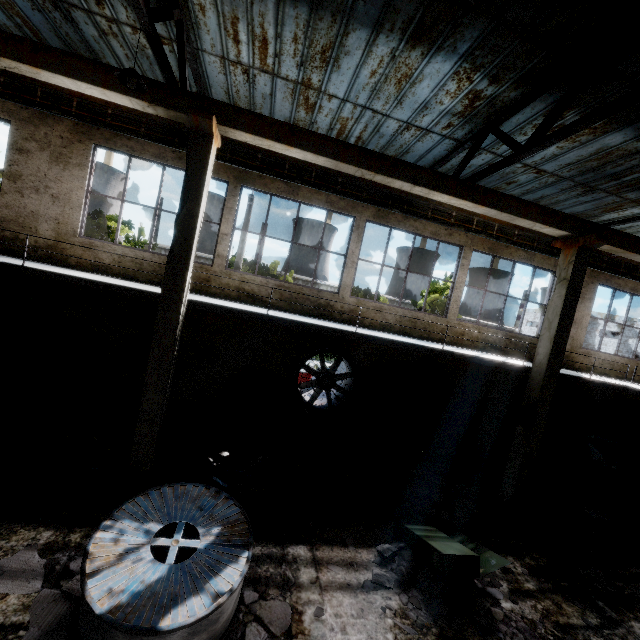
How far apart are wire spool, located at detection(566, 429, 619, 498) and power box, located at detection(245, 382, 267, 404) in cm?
1079

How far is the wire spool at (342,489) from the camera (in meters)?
7.42

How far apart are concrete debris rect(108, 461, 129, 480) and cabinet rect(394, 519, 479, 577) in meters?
6.0 m

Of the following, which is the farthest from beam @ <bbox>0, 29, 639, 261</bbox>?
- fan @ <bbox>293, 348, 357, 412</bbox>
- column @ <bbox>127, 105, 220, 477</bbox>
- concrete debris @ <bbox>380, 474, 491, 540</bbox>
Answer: concrete debris @ <bbox>380, 474, 491, 540</bbox>

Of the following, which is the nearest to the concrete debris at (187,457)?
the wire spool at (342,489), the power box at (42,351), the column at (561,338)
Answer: the wire spool at (342,489)

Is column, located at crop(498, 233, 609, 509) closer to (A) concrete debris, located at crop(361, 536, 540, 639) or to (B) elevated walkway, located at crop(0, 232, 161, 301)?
(B) elevated walkway, located at crop(0, 232, 161, 301)

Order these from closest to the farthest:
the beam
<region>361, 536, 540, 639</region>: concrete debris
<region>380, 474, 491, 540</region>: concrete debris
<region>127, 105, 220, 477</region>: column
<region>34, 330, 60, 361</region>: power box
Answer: <region>361, 536, 540, 639</region>: concrete debris
the beam
<region>127, 105, 220, 477</region>: column
<region>380, 474, 491, 540</region>: concrete debris
<region>34, 330, 60, 361</region>: power box

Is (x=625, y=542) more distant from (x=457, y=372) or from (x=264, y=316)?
(x=264, y=316)
